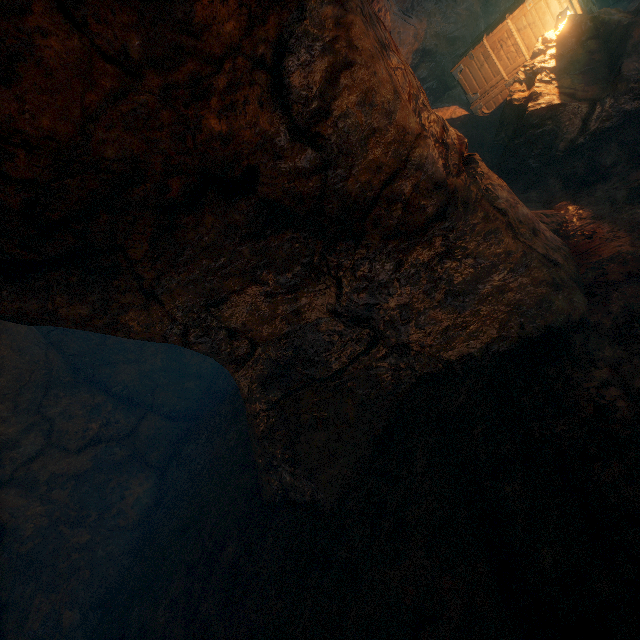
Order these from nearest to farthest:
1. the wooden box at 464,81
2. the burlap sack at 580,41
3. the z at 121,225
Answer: the z at 121,225
the burlap sack at 580,41
the wooden box at 464,81

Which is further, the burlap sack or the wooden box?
the wooden box

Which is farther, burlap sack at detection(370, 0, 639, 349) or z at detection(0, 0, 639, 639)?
burlap sack at detection(370, 0, 639, 349)

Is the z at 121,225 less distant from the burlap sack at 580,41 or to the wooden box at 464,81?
the burlap sack at 580,41

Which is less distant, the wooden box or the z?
the z

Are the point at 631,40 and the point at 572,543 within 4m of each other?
no

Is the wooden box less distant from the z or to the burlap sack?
the burlap sack
